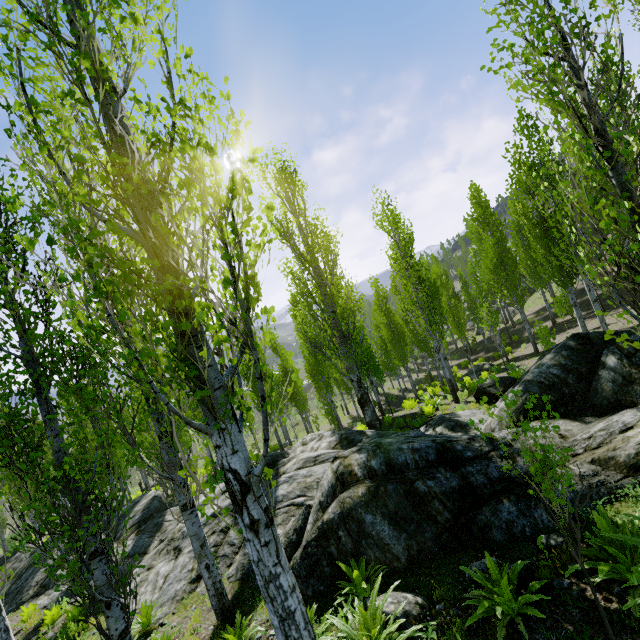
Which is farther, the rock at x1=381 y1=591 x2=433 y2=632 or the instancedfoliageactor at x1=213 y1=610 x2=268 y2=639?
the instancedfoliageactor at x1=213 y1=610 x2=268 y2=639

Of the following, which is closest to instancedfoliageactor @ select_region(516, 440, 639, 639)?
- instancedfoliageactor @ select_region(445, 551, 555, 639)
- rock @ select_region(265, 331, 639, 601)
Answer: rock @ select_region(265, 331, 639, 601)

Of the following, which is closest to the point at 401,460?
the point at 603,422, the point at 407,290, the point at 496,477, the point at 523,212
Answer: the point at 496,477

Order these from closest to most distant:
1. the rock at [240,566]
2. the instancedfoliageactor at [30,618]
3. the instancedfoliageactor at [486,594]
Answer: the instancedfoliageactor at [486,594] < the rock at [240,566] < the instancedfoliageactor at [30,618]

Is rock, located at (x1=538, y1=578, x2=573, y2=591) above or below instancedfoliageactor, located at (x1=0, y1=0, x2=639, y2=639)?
below

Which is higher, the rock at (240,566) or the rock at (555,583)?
the rock at (555,583)
